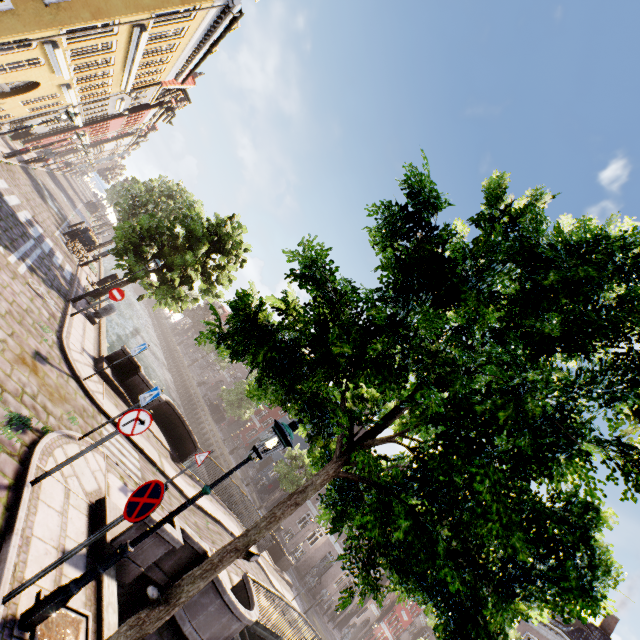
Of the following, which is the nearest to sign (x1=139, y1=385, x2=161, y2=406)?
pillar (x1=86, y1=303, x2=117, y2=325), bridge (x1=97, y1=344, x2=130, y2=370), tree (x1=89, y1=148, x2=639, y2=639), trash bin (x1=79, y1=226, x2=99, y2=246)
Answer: bridge (x1=97, y1=344, x2=130, y2=370)

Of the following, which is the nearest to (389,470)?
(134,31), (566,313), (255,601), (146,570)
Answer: (566,313)

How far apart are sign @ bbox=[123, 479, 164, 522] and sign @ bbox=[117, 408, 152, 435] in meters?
1.6

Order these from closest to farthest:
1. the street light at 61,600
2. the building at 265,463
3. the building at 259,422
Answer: the street light at 61,600 < the building at 265,463 < the building at 259,422

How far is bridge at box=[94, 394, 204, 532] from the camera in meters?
6.8

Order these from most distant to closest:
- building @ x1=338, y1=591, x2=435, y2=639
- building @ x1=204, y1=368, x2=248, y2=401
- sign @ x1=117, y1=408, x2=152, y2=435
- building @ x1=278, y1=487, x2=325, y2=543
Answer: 1. building @ x1=204, y1=368, x2=248, y2=401
2. building @ x1=338, y1=591, x2=435, y2=639
3. building @ x1=278, y1=487, x2=325, y2=543
4. sign @ x1=117, y1=408, x2=152, y2=435

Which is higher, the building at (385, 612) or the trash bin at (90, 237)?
the building at (385, 612)

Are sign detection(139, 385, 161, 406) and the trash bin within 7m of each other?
no
